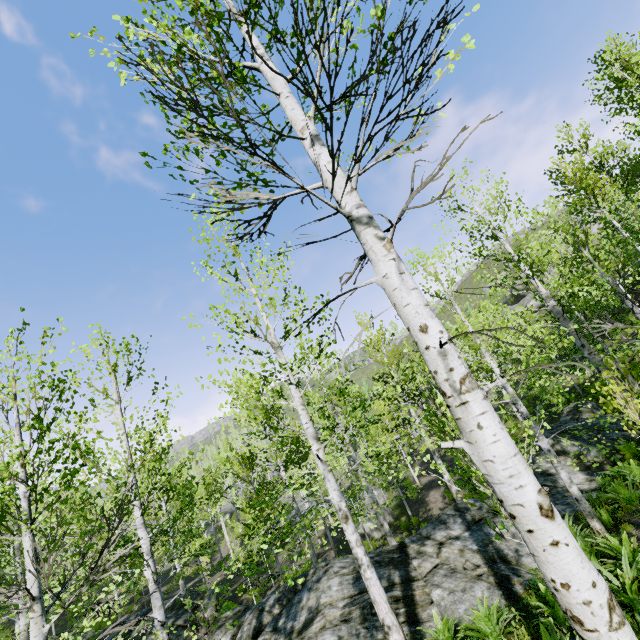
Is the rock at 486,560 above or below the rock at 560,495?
above

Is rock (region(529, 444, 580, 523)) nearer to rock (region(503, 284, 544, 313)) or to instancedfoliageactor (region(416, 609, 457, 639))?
instancedfoliageactor (region(416, 609, 457, 639))

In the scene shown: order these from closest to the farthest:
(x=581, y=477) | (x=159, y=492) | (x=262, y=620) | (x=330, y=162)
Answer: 1. (x=330, y=162)
2. (x=262, y=620)
3. (x=581, y=477)
4. (x=159, y=492)

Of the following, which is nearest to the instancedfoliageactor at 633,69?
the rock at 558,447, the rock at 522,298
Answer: the rock at 558,447

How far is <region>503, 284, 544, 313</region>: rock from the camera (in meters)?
39.12

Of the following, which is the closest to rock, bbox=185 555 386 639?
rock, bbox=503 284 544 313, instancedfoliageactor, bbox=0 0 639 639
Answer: instancedfoliageactor, bbox=0 0 639 639
